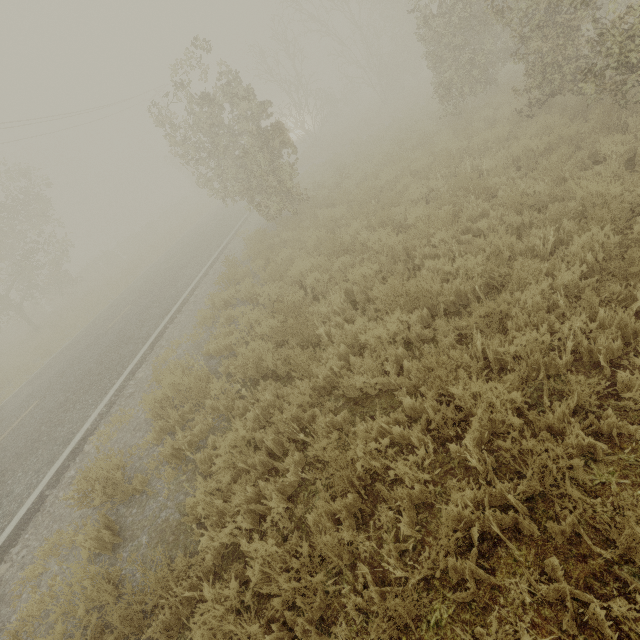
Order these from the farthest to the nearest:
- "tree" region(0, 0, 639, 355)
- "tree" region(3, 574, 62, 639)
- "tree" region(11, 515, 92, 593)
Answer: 1. "tree" region(0, 0, 639, 355)
2. "tree" region(11, 515, 92, 593)
3. "tree" region(3, 574, 62, 639)

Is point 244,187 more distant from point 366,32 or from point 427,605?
point 366,32

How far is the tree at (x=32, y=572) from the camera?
4.29m

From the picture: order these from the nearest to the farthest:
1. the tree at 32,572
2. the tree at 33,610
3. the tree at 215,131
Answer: the tree at 33,610
the tree at 32,572
the tree at 215,131

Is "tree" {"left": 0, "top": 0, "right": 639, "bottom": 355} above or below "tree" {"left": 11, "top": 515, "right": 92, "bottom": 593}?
above

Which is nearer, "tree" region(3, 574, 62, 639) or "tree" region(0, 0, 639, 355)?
"tree" region(3, 574, 62, 639)

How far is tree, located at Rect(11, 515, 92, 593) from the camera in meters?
4.3
